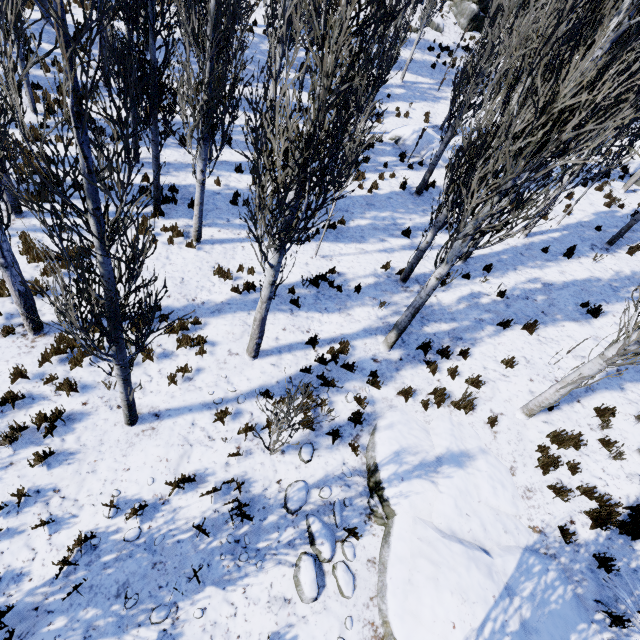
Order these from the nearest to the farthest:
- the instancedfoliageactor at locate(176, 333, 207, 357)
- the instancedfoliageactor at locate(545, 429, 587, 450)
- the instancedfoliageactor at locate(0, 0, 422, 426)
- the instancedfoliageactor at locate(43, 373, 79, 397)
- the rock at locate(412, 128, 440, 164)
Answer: the instancedfoliageactor at locate(0, 0, 422, 426) → the instancedfoliageactor at locate(43, 373, 79, 397) → the instancedfoliageactor at locate(545, 429, 587, 450) → the instancedfoliageactor at locate(176, 333, 207, 357) → the rock at locate(412, 128, 440, 164)

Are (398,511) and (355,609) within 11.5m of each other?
yes

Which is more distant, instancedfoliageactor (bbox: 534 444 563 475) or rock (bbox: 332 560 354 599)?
instancedfoliageactor (bbox: 534 444 563 475)

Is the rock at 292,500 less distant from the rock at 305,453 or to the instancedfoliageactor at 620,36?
the rock at 305,453

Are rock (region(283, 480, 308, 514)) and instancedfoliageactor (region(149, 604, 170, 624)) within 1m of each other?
no

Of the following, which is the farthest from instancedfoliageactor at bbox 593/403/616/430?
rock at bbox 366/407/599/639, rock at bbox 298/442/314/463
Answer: rock at bbox 298/442/314/463

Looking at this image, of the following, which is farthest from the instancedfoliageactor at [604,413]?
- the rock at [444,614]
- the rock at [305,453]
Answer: the rock at [305,453]

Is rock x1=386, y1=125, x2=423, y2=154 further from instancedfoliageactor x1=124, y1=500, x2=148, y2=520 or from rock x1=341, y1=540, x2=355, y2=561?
rock x1=341, y1=540, x2=355, y2=561
